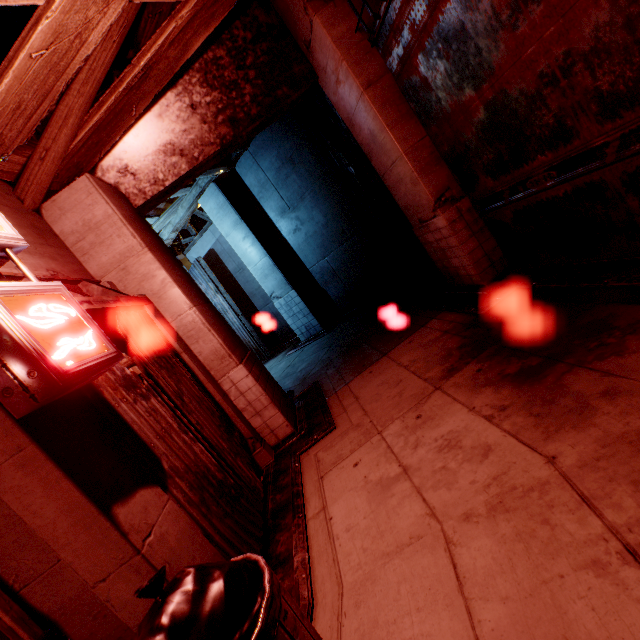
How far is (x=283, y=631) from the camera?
1.34m

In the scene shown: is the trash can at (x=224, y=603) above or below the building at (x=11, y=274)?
below

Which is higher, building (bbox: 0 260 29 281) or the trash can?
building (bbox: 0 260 29 281)

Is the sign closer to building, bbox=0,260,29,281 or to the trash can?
building, bbox=0,260,29,281

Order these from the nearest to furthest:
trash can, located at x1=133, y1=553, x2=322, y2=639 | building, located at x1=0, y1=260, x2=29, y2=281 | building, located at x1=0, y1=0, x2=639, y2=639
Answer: trash can, located at x1=133, y1=553, x2=322, y2=639 < building, located at x1=0, y1=0, x2=639, y2=639 < building, located at x1=0, y1=260, x2=29, y2=281

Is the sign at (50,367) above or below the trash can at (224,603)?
above

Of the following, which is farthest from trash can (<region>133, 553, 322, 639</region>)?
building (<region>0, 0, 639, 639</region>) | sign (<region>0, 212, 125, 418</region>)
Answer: sign (<region>0, 212, 125, 418</region>)
